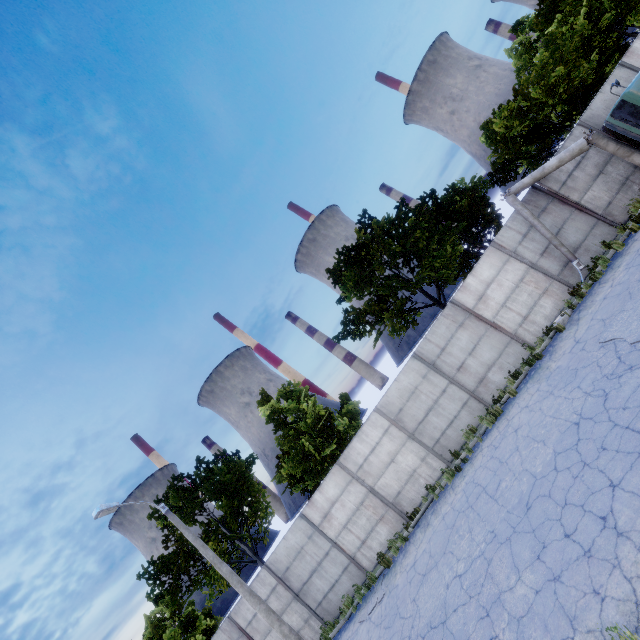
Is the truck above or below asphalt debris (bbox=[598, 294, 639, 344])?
above

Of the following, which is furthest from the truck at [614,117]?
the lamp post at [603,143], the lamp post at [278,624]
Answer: the lamp post at [278,624]

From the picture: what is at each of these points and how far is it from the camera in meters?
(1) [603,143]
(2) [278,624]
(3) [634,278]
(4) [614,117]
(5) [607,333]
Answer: (1) lamp post, 11.7 m
(2) lamp post, 12.7 m
(3) asphalt debris, 9.4 m
(4) truck, 10.8 m
(5) asphalt debris, 8.9 m

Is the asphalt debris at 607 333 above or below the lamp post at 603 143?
below

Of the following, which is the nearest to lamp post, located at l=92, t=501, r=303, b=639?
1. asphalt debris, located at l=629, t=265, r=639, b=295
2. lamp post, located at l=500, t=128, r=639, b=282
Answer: asphalt debris, located at l=629, t=265, r=639, b=295

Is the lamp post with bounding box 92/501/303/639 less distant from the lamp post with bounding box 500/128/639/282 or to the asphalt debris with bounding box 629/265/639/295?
the asphalt debris with bounding box 629/265/639/295

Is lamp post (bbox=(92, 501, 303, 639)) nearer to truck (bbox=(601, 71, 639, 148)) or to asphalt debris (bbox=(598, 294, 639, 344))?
asphalt debris (bbox=(598, 294, 639, 344))
